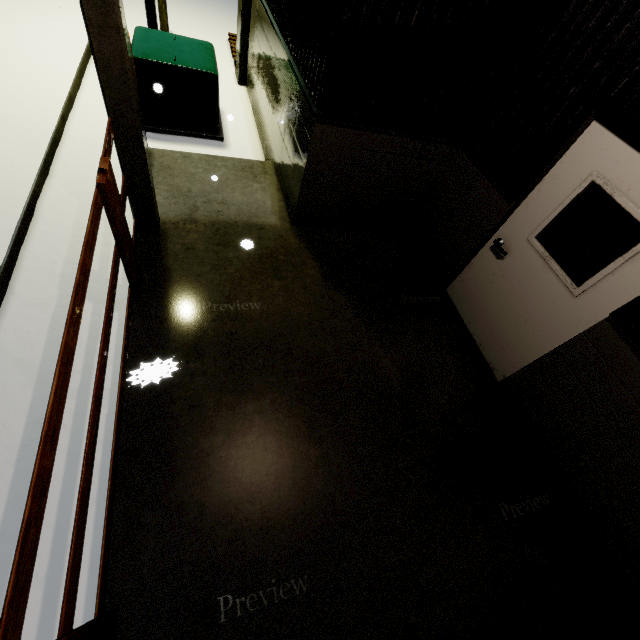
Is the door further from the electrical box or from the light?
the light

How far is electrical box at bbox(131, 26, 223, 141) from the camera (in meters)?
5.09

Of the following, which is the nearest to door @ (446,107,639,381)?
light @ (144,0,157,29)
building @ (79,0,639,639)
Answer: building @ (79,0,639,639)

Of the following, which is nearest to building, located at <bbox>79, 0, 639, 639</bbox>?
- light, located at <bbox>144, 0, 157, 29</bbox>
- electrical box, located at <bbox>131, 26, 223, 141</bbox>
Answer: electrical box, located at <bbox>131, 26, 223, 141</bbox>

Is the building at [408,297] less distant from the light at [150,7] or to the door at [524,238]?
the door at [524,238]

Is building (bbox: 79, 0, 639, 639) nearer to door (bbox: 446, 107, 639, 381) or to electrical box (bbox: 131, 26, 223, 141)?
door (bbox: 446, 107, 639, 381)

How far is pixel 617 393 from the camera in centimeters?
272cm

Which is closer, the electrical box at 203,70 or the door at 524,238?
the door at 524,238
